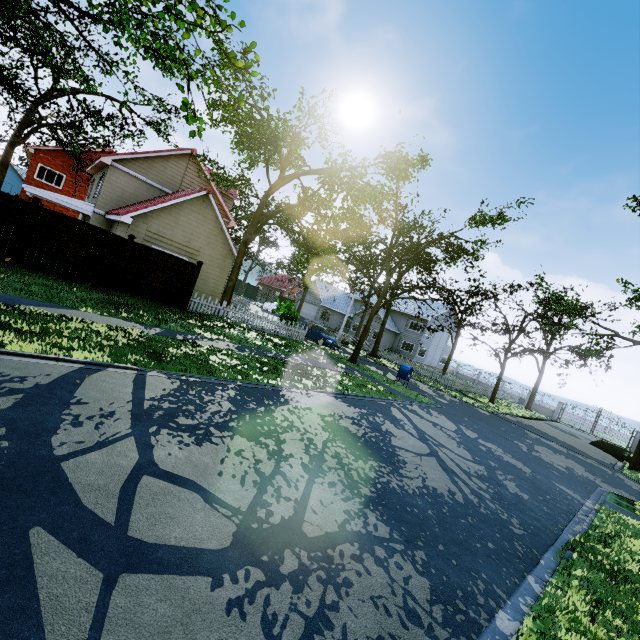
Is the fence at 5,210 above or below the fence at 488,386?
above

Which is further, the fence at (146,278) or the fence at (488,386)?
the fence at (488,386)

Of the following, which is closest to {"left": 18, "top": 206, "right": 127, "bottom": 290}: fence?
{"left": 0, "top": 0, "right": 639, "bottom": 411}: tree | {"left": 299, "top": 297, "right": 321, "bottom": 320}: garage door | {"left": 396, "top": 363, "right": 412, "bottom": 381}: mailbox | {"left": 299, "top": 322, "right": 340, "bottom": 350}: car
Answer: {"left": 0, "top": 0, "right": 639, "bottom": 411}: tree

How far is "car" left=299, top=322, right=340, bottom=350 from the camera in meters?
24.0 m

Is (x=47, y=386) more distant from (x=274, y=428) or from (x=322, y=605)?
(x=322, y=605)

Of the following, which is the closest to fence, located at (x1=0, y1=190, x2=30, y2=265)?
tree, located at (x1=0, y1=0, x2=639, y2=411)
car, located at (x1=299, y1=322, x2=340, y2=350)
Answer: tree, located at (x1=0, y1=0, x2=639, y2=411)

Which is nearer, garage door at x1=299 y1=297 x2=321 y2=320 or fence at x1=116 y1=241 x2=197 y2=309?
fence at x1=116 y1=241 x2=197 y2=309

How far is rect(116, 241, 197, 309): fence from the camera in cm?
1351
